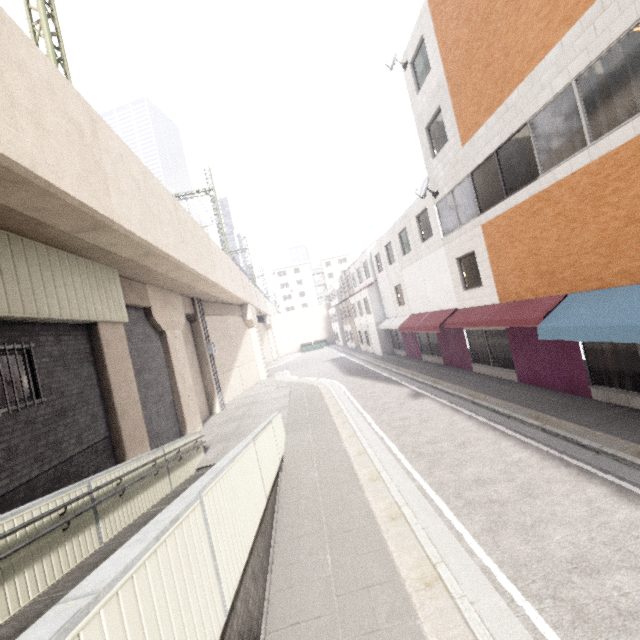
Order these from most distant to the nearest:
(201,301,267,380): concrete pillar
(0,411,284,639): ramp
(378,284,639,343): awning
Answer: (201,301,267,380): concrete pillar, (378,284,639,343): awning, (0,411,284,639): ramp

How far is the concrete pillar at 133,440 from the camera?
9.06m

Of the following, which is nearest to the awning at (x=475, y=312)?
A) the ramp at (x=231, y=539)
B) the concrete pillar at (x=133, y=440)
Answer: the ramp at (x=231, y=539)

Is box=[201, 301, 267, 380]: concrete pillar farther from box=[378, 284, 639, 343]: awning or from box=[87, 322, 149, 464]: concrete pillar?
box=[378, 284, 639, 343]: awning

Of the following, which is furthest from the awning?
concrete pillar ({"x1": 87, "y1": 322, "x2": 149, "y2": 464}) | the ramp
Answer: concrete pillar ({"x1": 87, "y1": 322, "x2": 149, "y2": 464})

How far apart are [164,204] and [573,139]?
12.3 meters

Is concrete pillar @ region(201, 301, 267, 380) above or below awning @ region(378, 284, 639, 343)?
above

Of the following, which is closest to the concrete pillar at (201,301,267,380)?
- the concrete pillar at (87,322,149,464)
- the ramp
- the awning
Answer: the concrete pillar at (87,322,149,464)
